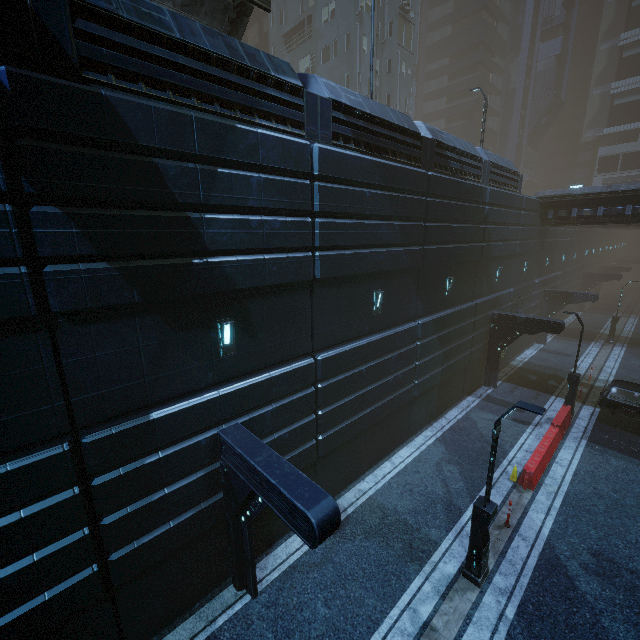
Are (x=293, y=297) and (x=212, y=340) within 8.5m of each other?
yes

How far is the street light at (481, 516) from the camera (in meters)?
7.62

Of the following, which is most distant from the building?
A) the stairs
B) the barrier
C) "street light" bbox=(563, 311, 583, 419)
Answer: the barrier

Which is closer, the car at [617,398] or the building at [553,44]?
the building at [553,44]

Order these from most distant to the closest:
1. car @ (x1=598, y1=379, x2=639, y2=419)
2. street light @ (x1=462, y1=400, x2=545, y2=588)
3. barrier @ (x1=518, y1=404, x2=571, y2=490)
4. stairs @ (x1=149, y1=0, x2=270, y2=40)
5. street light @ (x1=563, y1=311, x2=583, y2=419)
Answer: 1. street light @ (x1=563, y1=311, x2=583, y2=419)
2. car @ (x1=598, y1=379, x2=639, y2=419)
3. barrier @ (x1=518, y1=404, x2=571, y2=490)
4. stairs @ (x1=149, y1=0, x2=270, y2=40)
5. street light @ (x1=462, y1=400, x2=545, y2=588)

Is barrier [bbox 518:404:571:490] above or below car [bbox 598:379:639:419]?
below

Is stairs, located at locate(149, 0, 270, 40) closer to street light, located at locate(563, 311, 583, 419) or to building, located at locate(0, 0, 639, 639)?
building, located at locate(0, 0, 639, 639)

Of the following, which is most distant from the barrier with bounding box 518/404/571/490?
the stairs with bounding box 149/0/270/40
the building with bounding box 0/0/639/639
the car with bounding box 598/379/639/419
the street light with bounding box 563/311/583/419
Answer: the stairs with bounding box 149/0/270/40
